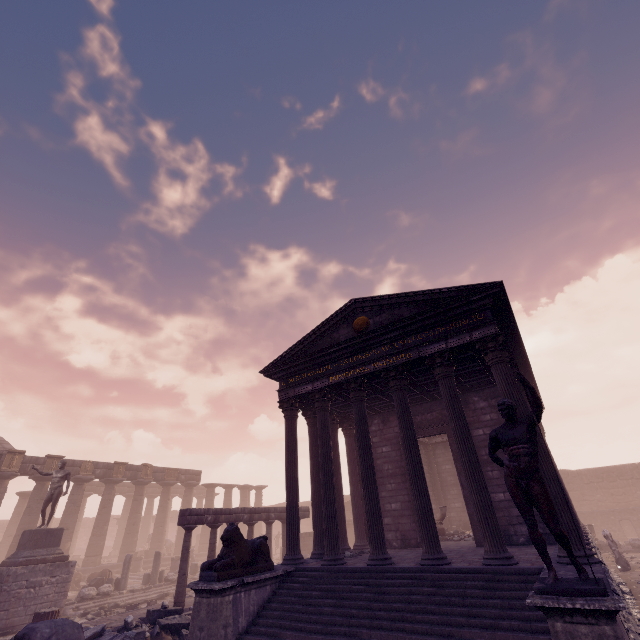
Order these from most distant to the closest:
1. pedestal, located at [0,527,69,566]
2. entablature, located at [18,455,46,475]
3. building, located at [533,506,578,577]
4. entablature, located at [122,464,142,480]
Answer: entablature, located at [122,464,142,480], entablature, located at [18,455,46,475], pedestal, located at [0,527,69,566], building, located at [533,506,578,577]

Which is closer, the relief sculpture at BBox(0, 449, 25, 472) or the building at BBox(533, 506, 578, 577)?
the building at BBox(533, 506, 578, 577)

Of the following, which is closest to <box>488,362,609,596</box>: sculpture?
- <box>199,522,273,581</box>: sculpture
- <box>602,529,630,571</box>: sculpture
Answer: <box>199,522,273,581</box>: sculpture

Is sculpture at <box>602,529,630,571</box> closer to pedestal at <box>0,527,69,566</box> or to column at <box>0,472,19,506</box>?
pedestal at <box>0,527,69,566</box>

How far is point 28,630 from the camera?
2.4m

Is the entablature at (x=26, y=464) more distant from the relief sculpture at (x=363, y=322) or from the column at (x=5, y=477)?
the relief sculpture at (x=363, y=322)

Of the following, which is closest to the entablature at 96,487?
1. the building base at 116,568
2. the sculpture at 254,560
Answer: the building base at 116,568

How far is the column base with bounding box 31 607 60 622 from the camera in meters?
10.5
